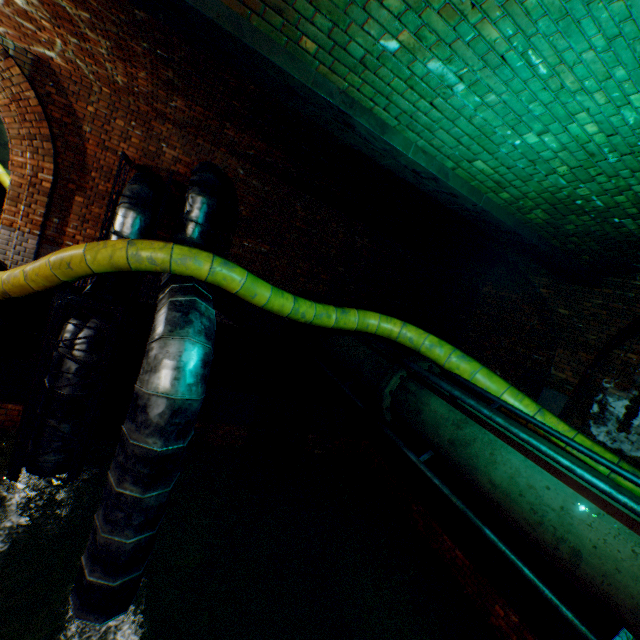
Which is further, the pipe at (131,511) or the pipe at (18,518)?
the pipe at (18,518)

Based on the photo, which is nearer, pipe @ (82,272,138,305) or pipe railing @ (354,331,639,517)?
pipe railing @ (354,331,639,517)

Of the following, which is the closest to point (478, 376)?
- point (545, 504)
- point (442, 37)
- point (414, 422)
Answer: point (414, 422)

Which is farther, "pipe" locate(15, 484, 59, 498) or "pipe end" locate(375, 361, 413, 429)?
"pipe end" locate(375, 361, 413, 429)

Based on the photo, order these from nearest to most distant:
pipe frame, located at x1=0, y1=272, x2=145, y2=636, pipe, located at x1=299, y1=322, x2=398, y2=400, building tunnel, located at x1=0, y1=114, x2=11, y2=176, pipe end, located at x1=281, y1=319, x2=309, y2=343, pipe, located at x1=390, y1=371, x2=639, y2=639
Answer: pipe, located at x1=390, y1=371, x2=639, y2=639 → pipe frame, located at x1=0, y1=272, x2=145, y2=636 → pipe, located at x1=299, y1=322, x2=398, y2=400 → pipe end, located at x1=281, y1=319, x2=309, y2=343 → building tunnel, located at x1=0, y1=114, x2=11, y2=176

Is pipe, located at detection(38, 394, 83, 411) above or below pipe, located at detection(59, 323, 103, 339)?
below

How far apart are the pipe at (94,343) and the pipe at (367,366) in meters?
3.9 m

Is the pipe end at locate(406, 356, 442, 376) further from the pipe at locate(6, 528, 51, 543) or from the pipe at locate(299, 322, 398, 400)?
the pipe at locate(6, 528, 51, 543)
